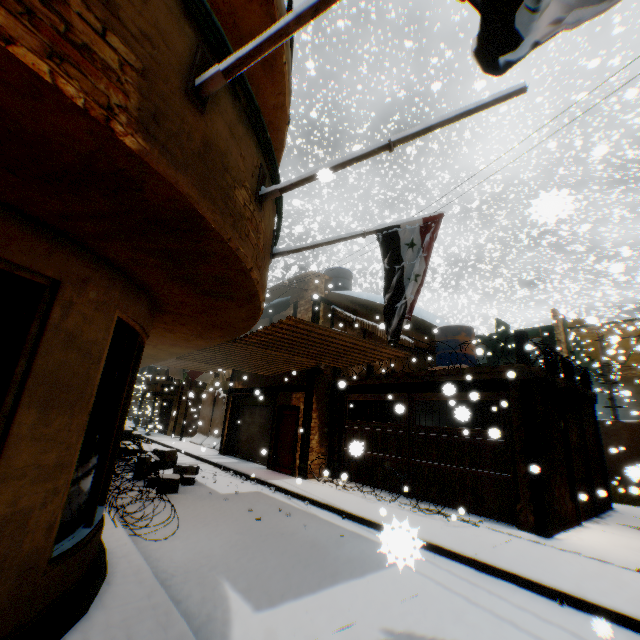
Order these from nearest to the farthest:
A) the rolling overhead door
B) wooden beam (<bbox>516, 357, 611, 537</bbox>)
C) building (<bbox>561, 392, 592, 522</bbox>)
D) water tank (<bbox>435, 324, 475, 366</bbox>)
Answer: wooden beam (<bbox>516, 357, 611, 537</bbox>)
building (<bbox>561, 392, 592, 522</bbox>)
water tank (<bbox>435, 324, 475, 366</bbox>)
the rolling overhead door

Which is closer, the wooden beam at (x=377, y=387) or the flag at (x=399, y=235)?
the flag at (x=399, y=235)

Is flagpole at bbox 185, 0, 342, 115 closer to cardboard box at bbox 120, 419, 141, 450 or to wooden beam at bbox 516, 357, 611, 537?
wooden beam at bbox 516, 357, 611, 537

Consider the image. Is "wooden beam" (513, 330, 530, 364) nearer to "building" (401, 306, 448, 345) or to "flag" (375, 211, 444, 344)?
"building" (401, 306, 448, 345)

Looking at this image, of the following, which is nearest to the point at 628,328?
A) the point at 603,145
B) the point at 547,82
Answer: the point at 603,145

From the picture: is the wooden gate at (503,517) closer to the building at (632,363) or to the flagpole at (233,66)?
the building at (632,363)

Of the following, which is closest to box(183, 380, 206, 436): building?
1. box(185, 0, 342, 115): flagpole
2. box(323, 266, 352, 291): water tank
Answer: box(185, 0, 342, 115): flagpole

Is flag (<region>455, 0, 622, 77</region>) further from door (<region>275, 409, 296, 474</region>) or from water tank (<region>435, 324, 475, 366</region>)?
door (<region>275, 409, 296, 474</region>)
